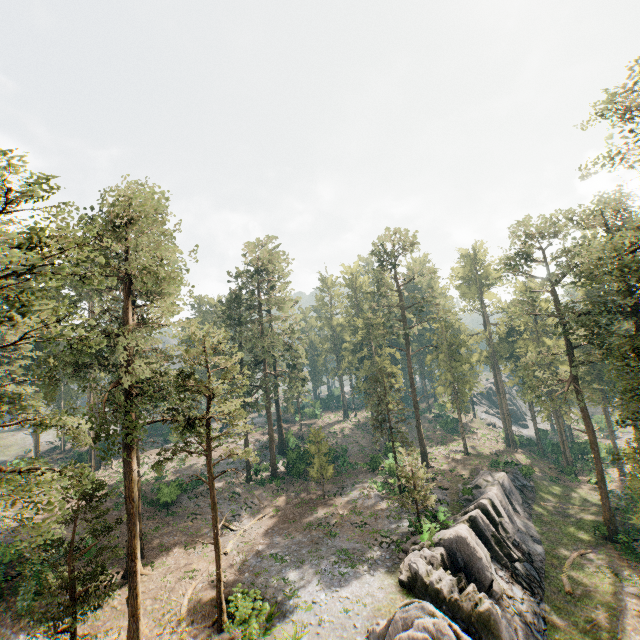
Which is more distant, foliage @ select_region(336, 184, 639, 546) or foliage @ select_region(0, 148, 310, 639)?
foliage @ select_region(336, 184, 639, 546)

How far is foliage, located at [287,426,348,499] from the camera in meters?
35.9

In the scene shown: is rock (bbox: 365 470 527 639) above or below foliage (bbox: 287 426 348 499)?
below

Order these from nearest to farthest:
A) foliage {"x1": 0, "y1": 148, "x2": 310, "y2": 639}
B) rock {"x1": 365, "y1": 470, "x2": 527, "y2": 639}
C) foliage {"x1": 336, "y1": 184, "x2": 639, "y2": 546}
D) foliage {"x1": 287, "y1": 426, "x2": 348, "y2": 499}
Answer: foliage {"x1": 0, "y1": 148, "x2": 310, "y2": 639}, rock {"x1": 365, "y1": 470, "x2": 527, "y2": 639}, foliage {"x1": 336, "y1": 184, "x2": 639, "y2": 546}, foliage {"x1": 287, "y1": 426, "x2": 348, "y2": 499}

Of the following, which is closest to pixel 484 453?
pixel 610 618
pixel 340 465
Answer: pixel 340 465

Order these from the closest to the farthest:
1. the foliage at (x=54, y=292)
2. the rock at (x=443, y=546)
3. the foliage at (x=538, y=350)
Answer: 1. the foliage at (x=54, y=292)
2. the rock at (x=443, y=546)
3. the foliage at (x=538, y=350)

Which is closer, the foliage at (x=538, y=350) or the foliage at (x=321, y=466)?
the foliage at (x=538, y=350)
